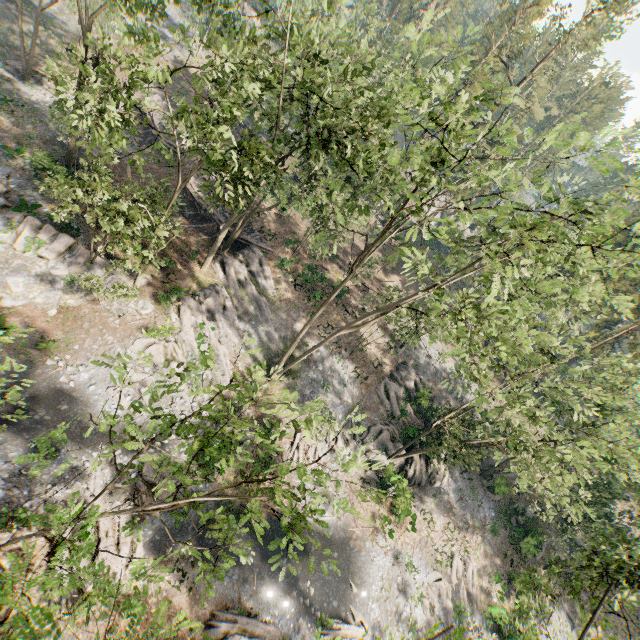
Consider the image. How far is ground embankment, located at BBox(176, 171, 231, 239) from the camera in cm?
3133

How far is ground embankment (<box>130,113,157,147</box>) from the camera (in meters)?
34.28

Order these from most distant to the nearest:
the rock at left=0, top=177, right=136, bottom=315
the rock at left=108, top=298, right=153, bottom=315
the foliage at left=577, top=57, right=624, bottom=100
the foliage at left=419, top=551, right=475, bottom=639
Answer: the foliage at left=577, top=57, right=624, bottom=100
the rock at left=108, top=298, right=153, bottom=315
the rock at left=0, top=177, right=136, bottom=315
the foliage at left=419, top=551, right=475, bottom=639

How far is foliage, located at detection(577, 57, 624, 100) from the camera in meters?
56.9 m

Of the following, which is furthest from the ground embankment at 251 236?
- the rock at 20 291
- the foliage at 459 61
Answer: the rock at 20 291

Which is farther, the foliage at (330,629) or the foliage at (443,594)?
the foliage at (330,629)

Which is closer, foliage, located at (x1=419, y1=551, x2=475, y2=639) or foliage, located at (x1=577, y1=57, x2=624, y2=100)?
foliage, located at (x1=419, y1=551, x2=475, y2=639)

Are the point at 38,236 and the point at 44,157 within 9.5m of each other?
yes
